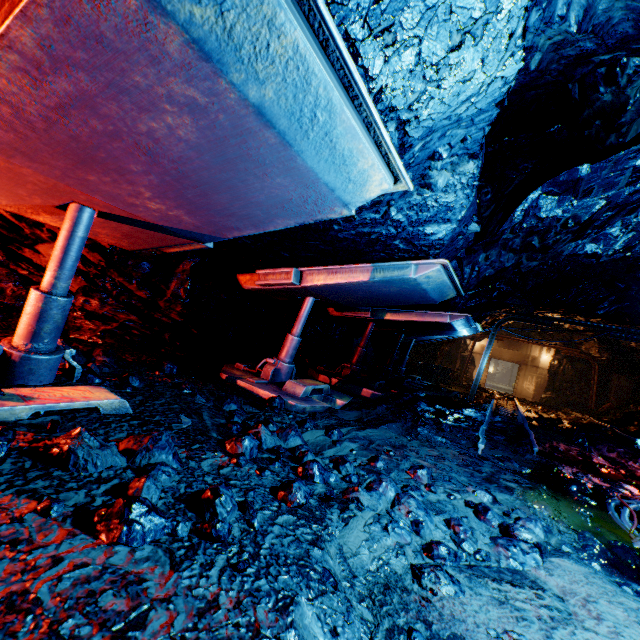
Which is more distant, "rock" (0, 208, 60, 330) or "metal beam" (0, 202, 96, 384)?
"rock" (0, 208, 60, 330)

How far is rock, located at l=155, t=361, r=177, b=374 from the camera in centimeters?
376cm

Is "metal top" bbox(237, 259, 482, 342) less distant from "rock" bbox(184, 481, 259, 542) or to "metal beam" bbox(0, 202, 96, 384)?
"rock" bbox(184, 481, 259, 542)

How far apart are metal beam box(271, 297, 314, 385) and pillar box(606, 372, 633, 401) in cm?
2091

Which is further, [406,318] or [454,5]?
[406,318]

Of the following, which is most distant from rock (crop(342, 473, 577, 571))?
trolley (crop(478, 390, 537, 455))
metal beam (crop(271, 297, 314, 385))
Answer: metal beam (crop(271, 297, 314, 385))

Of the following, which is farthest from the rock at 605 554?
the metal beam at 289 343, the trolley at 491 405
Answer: the metal beam at 289 343

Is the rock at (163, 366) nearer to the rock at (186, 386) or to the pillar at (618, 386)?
the rock at (186, 386)
